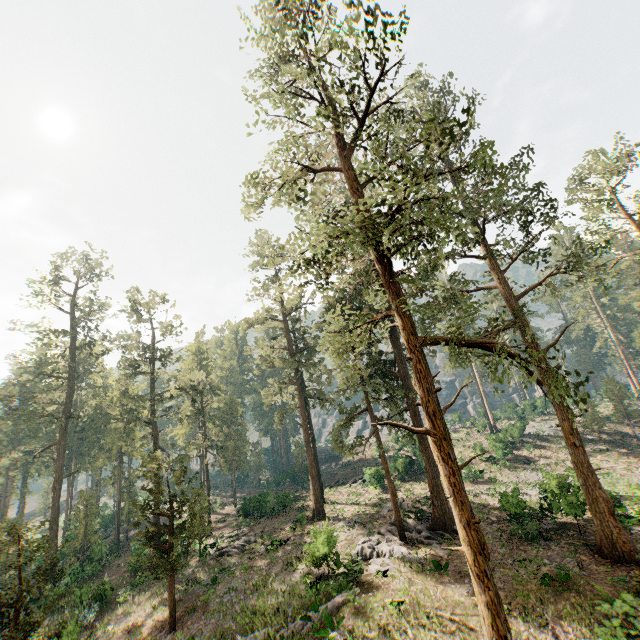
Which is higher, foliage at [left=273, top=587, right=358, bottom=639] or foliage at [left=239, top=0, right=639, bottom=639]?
foliage at [left=239, top=0, right=639, bottom=639]

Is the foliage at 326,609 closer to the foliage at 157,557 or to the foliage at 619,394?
the foliage at 619,394

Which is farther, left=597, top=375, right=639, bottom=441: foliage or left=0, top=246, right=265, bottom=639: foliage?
left=597, top=375, right=639, bottom=441: foliage

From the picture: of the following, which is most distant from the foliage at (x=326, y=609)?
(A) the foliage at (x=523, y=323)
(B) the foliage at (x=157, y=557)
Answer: (B) the foliage at (x=157, y=557)

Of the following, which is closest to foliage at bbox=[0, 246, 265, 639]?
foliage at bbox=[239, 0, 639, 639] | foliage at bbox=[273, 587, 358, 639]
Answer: foliage at bbox=[239, 0, 639, 639]

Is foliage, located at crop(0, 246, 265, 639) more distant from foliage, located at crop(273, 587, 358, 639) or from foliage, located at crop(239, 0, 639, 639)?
foliage, located at crop(273, 587, 358, 639)

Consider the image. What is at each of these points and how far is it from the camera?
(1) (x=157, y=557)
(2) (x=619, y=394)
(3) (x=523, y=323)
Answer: (1) foliage, 30.67m
(2) foliage, 43.38m
(3) foliage, 19.22m

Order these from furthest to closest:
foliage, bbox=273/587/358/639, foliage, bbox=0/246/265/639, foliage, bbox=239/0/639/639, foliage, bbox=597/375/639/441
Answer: foliage, bbox=597/375/639/441, foliage, bbox=0/246/265/639, foliage, bbox=273/587/358/639, foliage, bbox=239/0/639/639
